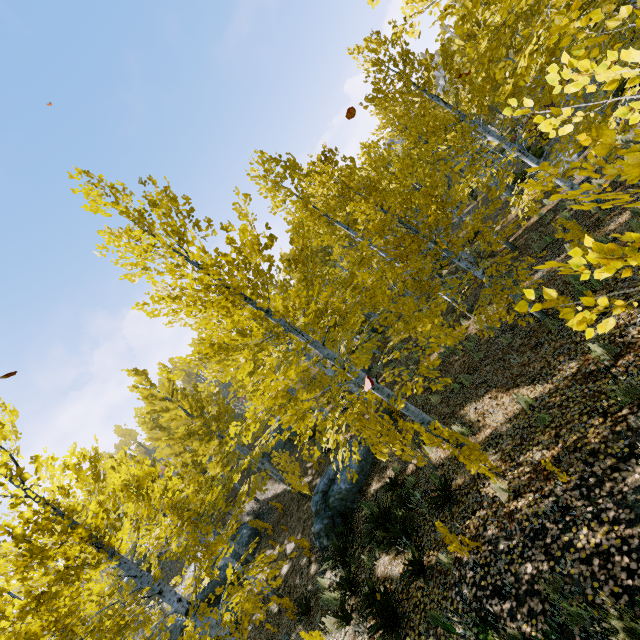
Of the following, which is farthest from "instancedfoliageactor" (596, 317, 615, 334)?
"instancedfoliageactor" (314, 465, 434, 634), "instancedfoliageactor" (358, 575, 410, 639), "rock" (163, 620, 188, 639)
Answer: "rock" (163, 620, 188, 639)

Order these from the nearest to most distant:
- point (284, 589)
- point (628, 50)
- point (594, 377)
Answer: point (628, 50) < point (594, 377) < point (284, 589)

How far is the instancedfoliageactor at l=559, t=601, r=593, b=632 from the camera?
3.1m

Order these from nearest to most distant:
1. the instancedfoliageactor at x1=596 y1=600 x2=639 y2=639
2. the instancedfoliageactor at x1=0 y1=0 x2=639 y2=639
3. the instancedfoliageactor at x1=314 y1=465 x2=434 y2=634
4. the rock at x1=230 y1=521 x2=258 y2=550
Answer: the instancedfoliageactor at x1=596 y1=600 x2=639 y2=639 → the instancedfoliageactor at x1=0 y1=0 x2=639 y2=639 → the instancedfoliageactor at x1=314 y1=465 x2=434 y2=634 → the rock at x1=230 y1=521 x2=258 y2=550

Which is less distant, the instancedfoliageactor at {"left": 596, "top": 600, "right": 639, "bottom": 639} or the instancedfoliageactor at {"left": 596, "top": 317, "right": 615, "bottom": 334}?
the instancedfoliageactor at {"left": 596, "top": 317, "right": 615, "bottom": 334}

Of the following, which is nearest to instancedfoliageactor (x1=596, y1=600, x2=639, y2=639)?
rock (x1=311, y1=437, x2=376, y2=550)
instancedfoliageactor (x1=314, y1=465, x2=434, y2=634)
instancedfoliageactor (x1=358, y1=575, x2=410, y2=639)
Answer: instancedfoliageactor (x1=358, y1=575, x2=410, y2=639)

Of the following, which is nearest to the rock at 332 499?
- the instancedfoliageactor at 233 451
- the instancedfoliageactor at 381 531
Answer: the instancedfoliageactor at 233 451

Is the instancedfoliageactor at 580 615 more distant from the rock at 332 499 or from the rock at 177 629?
the rock at 177 629
